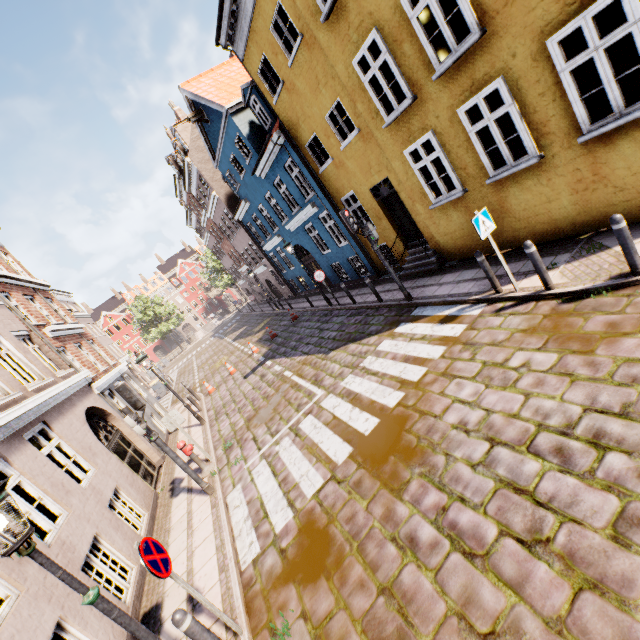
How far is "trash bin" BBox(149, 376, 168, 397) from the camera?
25.55m

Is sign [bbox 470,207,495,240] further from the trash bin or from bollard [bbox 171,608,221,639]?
the trash bin

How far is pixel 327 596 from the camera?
4.13m

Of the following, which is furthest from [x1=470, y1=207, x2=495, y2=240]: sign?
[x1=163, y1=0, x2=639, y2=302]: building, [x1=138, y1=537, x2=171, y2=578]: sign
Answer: [x1=138, y1=537, x2=171, y2=578]: sign

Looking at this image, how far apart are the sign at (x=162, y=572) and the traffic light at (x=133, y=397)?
3.78m

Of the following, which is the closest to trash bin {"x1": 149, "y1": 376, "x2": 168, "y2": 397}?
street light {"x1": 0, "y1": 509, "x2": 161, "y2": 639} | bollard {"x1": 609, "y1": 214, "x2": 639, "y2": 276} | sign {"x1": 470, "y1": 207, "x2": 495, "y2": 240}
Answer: street light {"x1": 0, "y1": 509, "x2": 161, "y2": 639}

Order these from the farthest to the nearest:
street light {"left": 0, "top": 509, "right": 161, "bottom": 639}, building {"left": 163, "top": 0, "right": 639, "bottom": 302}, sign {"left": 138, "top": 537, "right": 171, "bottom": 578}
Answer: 1. building {"left": 163, "top": 0, "right": 639, "bottom": 302}
2. sign {"left": 138, "top": 537, "right": 171, "bottom": 578}
3. street light {"left": 0, "top": 509, "right": 161, "bottom": 639}

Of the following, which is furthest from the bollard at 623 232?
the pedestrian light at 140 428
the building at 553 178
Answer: the pedestrian light at 140 428
